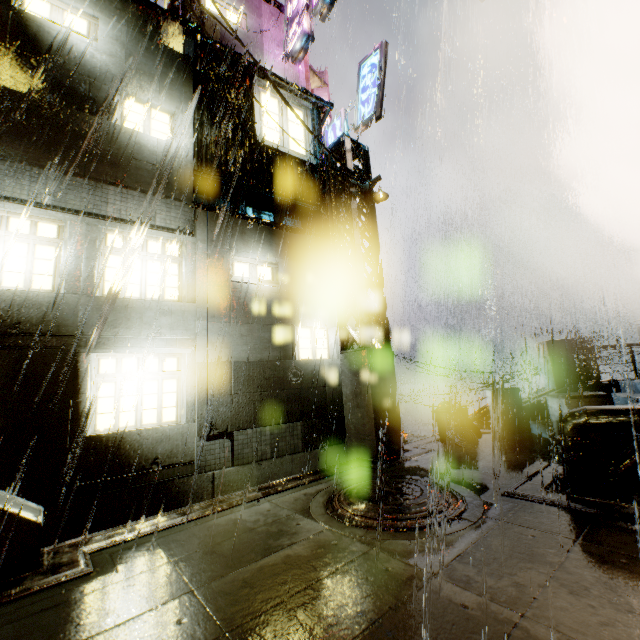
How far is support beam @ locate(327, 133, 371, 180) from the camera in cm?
1031

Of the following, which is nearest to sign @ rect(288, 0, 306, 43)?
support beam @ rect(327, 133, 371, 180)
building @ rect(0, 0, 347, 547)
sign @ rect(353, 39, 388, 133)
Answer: building @ rect(0, 0, 347, 547)

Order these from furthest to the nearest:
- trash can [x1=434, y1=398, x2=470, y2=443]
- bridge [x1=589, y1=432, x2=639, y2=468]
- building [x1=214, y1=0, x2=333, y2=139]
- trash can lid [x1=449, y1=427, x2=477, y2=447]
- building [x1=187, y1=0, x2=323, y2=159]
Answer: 1. building [x1=214, y1=0, x2=333, y2=139]
2. building [x1=187, y1=0, x2=323, y2=159]
3. trash can [x1=434, y1=398, x2=470, y2=443]
4. trash can lid [x1=449, y1=427, x2=477, y2=447]
5. bridge [x1=589, y1=432, x2=639, y2=468]

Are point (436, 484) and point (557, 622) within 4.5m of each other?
yes

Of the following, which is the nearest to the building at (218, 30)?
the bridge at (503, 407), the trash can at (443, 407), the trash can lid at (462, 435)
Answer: the bridge at (503, 407)

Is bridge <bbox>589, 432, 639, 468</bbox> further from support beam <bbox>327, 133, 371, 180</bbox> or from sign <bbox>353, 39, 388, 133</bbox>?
sign <bbox>353, 39, 388, 133</bbox>

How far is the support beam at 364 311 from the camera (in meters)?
9.47
